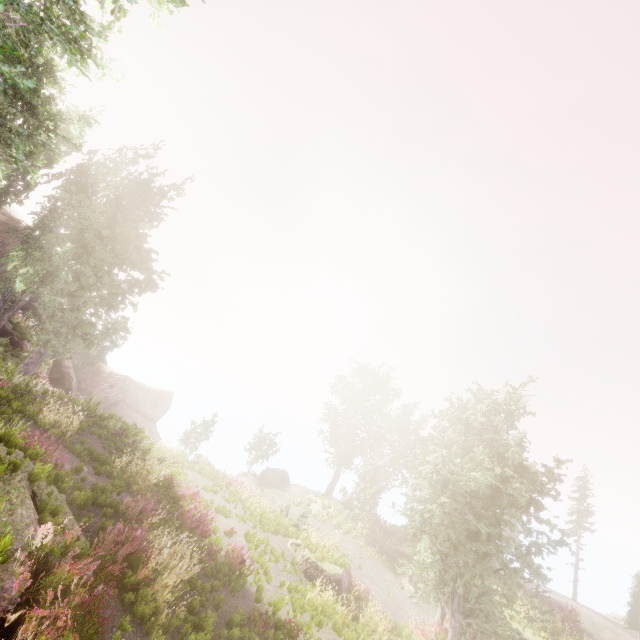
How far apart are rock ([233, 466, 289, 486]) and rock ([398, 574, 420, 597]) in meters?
15.2 m

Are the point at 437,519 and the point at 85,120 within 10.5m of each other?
no

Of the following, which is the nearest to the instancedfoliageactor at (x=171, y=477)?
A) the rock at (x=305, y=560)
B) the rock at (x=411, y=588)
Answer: the rock at (x=305, y=560)

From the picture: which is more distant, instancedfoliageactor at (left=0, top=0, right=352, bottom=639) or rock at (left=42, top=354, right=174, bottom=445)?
rock at (left=42, top=354, right=174, bottom=445)

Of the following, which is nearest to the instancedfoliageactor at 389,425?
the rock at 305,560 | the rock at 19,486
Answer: the rock at 19,486

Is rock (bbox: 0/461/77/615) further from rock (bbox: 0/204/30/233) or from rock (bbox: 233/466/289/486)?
rock (bbox: 233/466/289/486)

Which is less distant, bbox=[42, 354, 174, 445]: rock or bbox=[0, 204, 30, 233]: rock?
bbox=[0, 204, 30, 233]: rock

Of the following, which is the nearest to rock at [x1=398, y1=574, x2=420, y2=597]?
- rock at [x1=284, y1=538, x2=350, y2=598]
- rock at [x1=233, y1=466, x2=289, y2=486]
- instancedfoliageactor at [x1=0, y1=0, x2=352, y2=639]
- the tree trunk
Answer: instancedfoliageactor at [x1=0, y1=0, x2=352, y2=639]
